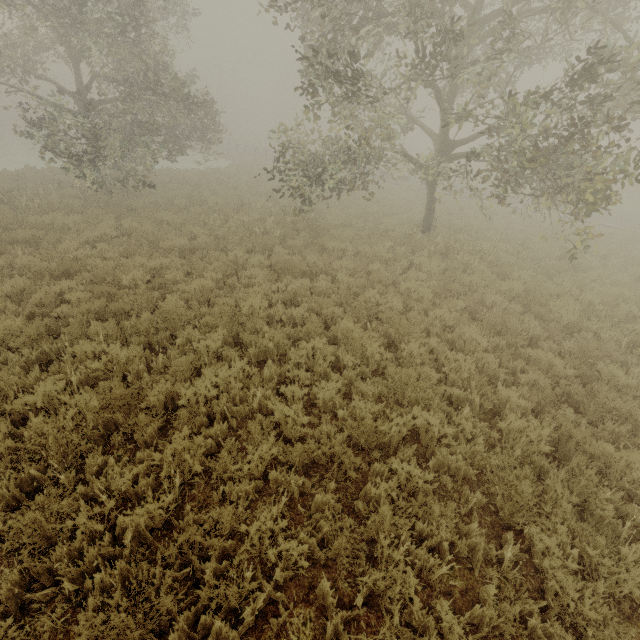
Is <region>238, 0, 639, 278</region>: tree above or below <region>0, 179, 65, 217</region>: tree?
above

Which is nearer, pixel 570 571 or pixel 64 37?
pixel 570 571

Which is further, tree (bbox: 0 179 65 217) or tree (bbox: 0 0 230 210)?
tree (bbox: 0 179 65 217)

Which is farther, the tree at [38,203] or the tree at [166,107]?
the tree at [38,203]

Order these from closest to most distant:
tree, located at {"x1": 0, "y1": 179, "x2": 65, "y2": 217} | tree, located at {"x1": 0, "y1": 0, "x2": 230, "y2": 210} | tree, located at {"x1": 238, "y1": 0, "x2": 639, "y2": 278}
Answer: tree, located at {"x1": 238, "y1": 0, "x2": 639, "y2": 278}, tree, located at {"x1": 0, "y1": 0, "x2": 230, "y2": 210}, tree, located at {"x1": 0, "y1": 179, "x2": 65, "y2": 217}

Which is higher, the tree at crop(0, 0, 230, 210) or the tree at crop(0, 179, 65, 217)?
the tree at crop(0, 0, 230, 210)

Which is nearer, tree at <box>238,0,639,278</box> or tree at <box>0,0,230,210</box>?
tree at <box>238,0,639,278</box>

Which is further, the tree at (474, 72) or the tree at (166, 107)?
the tree at (166, 107)
